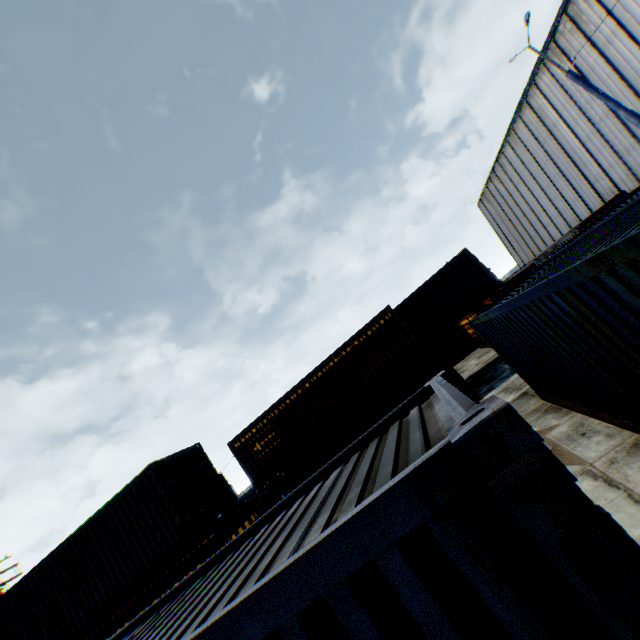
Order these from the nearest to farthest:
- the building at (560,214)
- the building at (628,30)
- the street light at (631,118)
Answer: the street light at (631,118), the building at (628,30), the building at (560,214)

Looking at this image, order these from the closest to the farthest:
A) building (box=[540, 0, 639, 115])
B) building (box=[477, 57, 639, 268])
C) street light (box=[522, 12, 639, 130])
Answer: street light (box=[522, 12, 639, 130]), building (box=[540, 0, 639, 115]), building (box=[477, 57, 639, 268])

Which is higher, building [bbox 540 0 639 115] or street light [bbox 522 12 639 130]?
building [bbox 540 0 639 115]

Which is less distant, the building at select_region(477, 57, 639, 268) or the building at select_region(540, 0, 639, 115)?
the building at select_region(540, 0, 639, 115)

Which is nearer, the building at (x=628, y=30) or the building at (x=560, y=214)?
the building at (x=628, y=30)

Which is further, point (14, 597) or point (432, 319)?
point (432, 319)

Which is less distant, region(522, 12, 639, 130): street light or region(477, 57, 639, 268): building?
region(522, 12, 639, 130): street light
